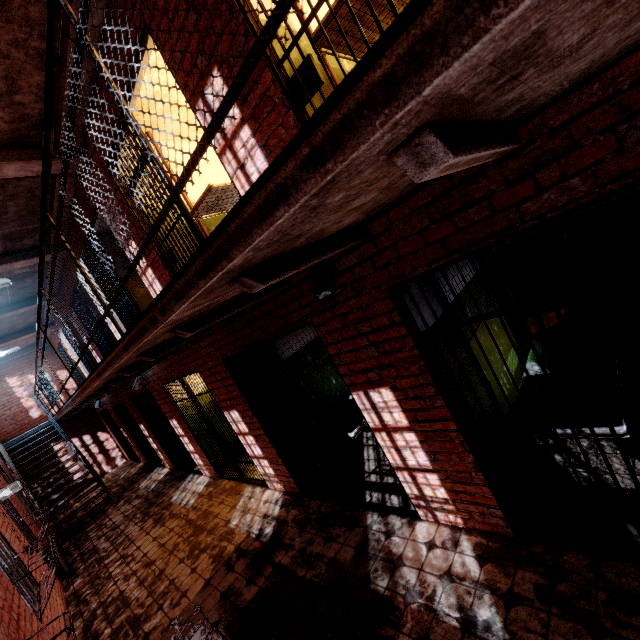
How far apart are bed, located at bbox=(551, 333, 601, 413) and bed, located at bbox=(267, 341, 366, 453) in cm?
204

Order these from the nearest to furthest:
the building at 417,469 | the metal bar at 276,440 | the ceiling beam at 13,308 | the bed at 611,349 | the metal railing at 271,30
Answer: the metal railing at 271,30 < the building at 417,469 < the bed at 611,349 < the metal bar at 276,440 < the ceiling beam at 13,308

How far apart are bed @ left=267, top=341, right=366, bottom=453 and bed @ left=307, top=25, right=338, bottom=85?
3.0m

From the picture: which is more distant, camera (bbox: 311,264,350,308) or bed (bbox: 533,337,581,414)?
bed (bbox: 533,337,581,414)

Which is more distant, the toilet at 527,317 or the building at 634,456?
the toilet at 527,317

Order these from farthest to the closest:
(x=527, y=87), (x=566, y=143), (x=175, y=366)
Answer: (x=175, y=366)
(x=566, y=143)
(x=527, y=87)

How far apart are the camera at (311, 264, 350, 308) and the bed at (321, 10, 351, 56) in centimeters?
193cm

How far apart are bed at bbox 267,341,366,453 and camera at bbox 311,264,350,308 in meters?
2.5 m
